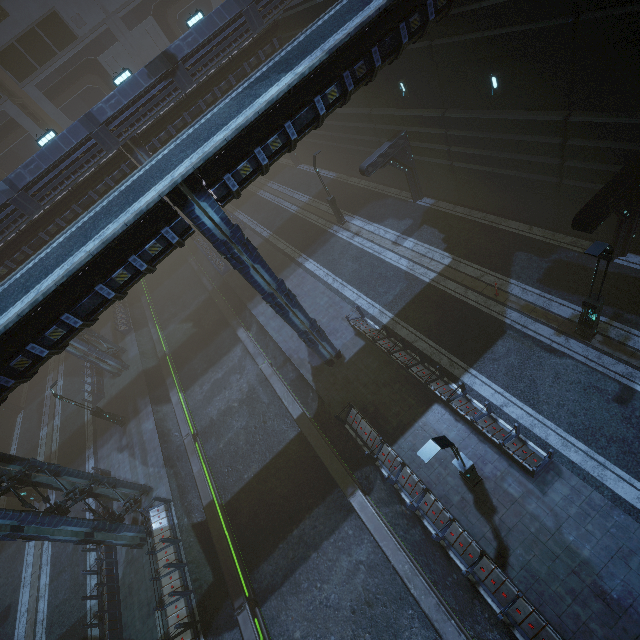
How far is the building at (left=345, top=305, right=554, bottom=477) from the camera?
11.4 meters

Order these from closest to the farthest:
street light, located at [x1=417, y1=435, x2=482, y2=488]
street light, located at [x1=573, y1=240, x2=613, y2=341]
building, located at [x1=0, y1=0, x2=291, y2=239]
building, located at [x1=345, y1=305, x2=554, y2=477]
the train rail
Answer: street light, located at [x1=417, y1=435, x2=482, y2=488] → street light, located at [x1=573, y1=240, x2=613, y2=341] → building, located at [x1=345, y1=305, x2=554, y2=477] → the train rail → building, located at [x1=0, y1=0, x2=291, y2=239]

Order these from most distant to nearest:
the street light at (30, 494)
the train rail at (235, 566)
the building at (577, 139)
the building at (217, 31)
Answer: the street light at (30, 494), the building at (217, 31), the train rail at (235, 566), the building at (577, 139)

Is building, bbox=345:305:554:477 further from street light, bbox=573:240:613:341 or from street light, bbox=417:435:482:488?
street light, bbox=573:240:613:341

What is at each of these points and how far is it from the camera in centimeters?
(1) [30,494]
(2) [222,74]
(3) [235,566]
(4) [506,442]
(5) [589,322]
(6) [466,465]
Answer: (1) street light, 2236cm
(2) building, 2112cm
(3) train rail, 1472cm
(4) building, 1172cm
(5) street light, 1261cm
(6) street light, 1036cm

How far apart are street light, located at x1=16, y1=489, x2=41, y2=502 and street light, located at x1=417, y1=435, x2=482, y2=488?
27.8 meters

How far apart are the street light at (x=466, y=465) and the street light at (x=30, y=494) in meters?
27.8

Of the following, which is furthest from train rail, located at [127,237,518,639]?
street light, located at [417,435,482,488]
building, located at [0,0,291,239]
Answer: street light, located at [417,435,482,488]
